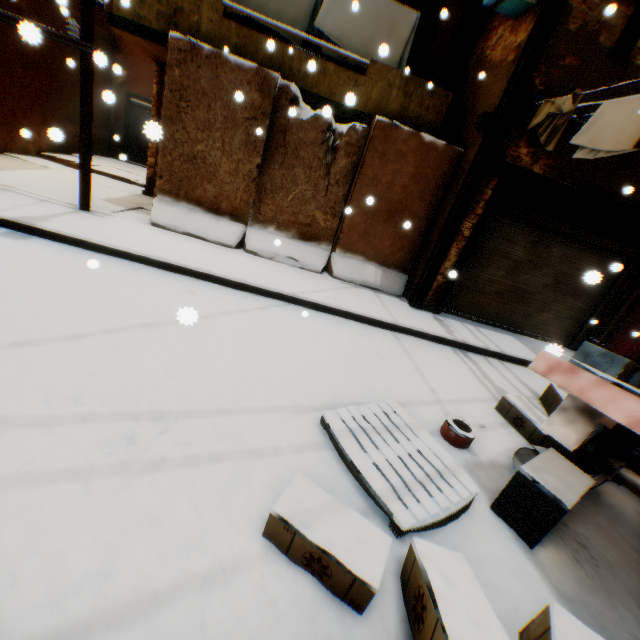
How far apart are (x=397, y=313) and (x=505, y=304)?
3.2m

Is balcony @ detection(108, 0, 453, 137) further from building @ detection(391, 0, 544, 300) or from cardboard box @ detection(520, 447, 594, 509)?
cardboard box @ detection(520, 447, 594, 509)

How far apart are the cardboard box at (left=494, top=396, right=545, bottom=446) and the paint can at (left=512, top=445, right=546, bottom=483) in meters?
0.5 m

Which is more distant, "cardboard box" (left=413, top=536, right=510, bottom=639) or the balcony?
the balcony

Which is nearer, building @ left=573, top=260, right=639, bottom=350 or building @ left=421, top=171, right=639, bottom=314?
building @ left=421, top=171, right=639, bottom=314

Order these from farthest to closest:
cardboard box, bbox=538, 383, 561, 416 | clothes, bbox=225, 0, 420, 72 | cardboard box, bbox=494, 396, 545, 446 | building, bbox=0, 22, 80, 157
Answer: building, bbox=0, 22, 80, 157 < clothes, bbox=225, 0, 420, 72 < cardboard box, bbox=538, 383, 561, 416 < cardboard box, bbox=494, 396, 545, 446

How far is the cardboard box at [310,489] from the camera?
1.84m

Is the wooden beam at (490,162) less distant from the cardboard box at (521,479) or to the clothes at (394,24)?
the clothes at (394,24)
